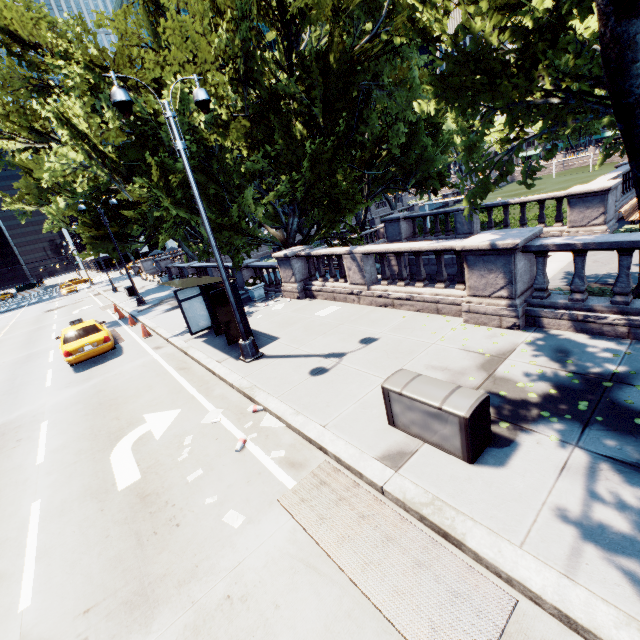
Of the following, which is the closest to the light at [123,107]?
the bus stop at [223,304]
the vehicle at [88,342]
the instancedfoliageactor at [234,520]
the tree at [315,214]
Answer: the bus stop at [223,304]

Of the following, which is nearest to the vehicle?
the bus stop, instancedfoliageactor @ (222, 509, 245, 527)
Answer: the bus stop

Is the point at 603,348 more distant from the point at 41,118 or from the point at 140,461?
the point at 41,118

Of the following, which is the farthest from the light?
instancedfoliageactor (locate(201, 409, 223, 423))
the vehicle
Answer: the vehicle

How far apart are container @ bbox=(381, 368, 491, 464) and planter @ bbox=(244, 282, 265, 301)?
11.4m

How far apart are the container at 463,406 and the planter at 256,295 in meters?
11.4

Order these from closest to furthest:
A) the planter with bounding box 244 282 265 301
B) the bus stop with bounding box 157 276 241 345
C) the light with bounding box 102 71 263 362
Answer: the light with bounding box 102 71 263 362, the bus stop with bounding box 157 276 241 345, the planter with bounding box 244 282 265 301

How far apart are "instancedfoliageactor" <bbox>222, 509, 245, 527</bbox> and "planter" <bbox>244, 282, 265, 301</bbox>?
12.0m
